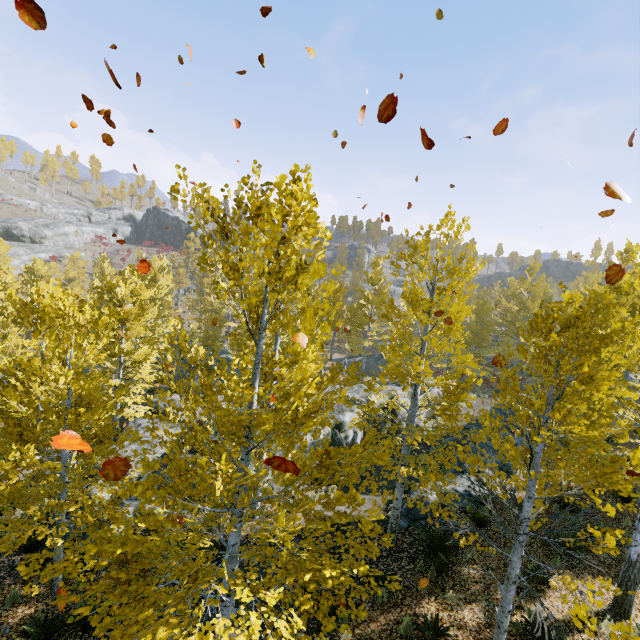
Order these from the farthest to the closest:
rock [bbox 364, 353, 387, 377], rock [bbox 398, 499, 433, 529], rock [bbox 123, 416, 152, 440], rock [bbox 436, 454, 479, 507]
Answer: rock [bbox 364, 353, 387, 377] → rock [bbox 123, 416, 152, 440] → rock [bbox 436, 454, 479, 507] → rock [bbox 398, 499, 433, 529]

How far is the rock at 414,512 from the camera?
11.3m

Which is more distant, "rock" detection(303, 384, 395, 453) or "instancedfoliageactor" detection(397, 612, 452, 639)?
"rock" detection(303, 384, 395, 453)

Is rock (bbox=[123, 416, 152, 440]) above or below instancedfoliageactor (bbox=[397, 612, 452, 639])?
below

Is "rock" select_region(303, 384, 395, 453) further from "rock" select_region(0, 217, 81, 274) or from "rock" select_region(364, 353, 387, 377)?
"rock" select_region(0, 217, 81, 274)

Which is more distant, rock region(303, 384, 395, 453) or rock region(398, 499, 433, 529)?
rock region(303, 384, 395, 453)

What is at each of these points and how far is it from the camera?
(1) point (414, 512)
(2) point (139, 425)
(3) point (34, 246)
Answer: (1) rock, 11.72m
(2) rock, 16.45m
(3) rock, 51.91m

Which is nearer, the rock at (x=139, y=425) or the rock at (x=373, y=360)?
the rock at (x=139, y=425)
